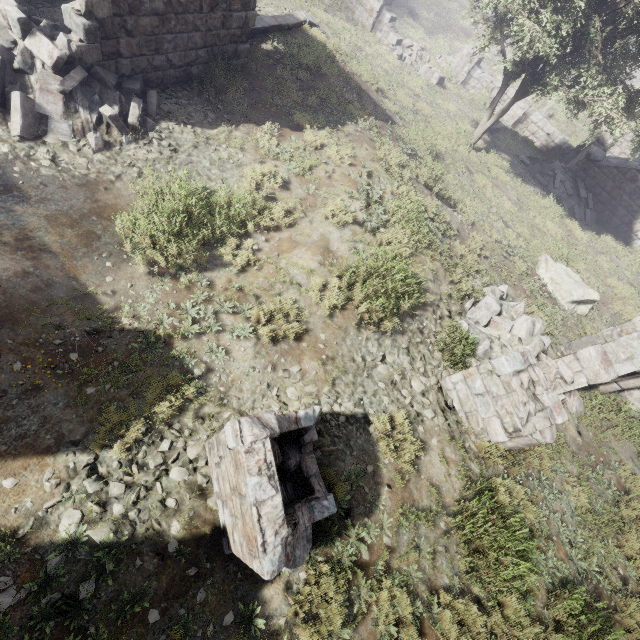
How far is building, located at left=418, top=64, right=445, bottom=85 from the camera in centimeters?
1889cm

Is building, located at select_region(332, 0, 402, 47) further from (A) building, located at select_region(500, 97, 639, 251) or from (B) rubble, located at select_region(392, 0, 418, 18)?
(A) building, located at select_region(500, 97, 639, 251)

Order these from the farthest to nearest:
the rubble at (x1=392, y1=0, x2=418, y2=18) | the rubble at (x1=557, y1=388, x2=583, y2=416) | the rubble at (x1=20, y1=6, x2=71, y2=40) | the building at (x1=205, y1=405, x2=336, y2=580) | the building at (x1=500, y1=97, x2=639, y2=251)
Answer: the rubble at (x1=392, y1=0, x2=418, y2=18), the building at (x1=500, y1=97, x2=639, y2=251), the rubble at (x1=557, y1=388, x2=583, y2=416), the rubble at (x1=20, y1=6, x2=71, y2=40), the building at (x1=205, y1=405, x2=336, y2=580)

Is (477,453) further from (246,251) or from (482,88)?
(482,88)

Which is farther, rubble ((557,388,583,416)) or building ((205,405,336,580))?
rubble ((557,388,583,416))

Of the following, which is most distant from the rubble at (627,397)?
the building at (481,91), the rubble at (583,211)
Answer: the building at (481,91)

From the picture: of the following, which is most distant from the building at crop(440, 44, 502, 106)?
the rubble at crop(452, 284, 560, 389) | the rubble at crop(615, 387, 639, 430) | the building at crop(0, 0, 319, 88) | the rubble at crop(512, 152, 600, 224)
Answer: the rubble at crop(452, 284, 560, 389)

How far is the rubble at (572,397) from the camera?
7.7 meters
